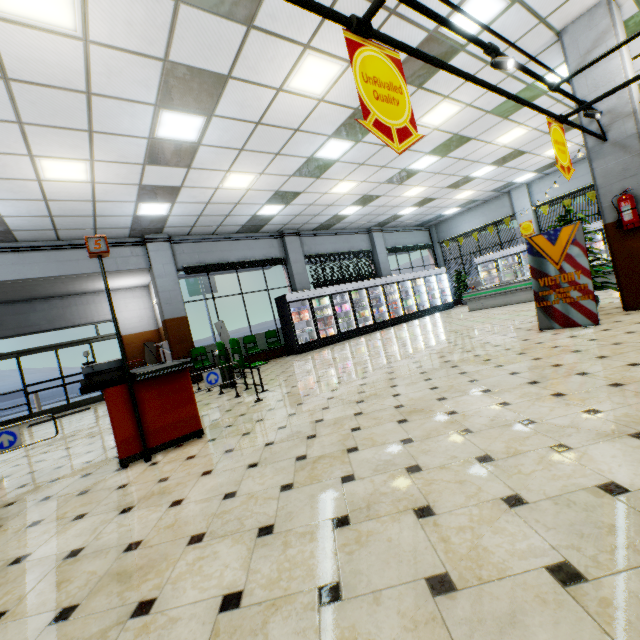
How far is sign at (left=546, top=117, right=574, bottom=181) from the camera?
4.0 meters

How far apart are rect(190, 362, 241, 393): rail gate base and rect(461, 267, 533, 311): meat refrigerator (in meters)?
10.47

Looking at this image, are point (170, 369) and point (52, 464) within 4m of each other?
yes

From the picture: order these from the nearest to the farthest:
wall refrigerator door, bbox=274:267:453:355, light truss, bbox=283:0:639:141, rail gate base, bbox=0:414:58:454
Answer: light truss, bbox=283:0:639:141 → rail gate base, bbox=0:414:58:454 → wall refrigerator door, bbox=274:267:453:355

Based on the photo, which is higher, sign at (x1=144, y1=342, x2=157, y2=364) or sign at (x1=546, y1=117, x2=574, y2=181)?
sign at (x1=546, y1=117, x2=574, y2=181)

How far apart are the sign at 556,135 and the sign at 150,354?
11.23m

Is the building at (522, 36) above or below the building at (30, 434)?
above

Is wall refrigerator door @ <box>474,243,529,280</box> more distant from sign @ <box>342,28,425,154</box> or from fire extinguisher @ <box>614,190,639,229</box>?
sign @ <box>342,28,425,154</box>
